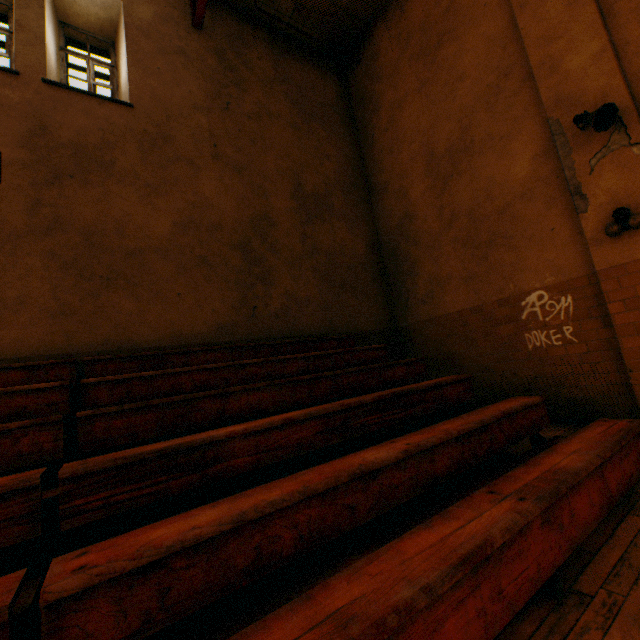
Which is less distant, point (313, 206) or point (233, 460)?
point (233, 460)

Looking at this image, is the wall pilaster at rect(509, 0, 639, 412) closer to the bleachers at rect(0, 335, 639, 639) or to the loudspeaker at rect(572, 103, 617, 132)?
the loudspeaker at rect(572, 103, 617, 132)

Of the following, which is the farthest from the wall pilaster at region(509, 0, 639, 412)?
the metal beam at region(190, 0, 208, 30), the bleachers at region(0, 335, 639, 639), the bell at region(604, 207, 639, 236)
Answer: the metal beam at region(190, 0, 208, 30)

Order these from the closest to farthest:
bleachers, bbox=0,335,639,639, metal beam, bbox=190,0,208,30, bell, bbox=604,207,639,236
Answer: bleachers, bbox=0,335,639,639
bell, bbox=604,207,639,236
metal beam, bbox=190,0,208,30

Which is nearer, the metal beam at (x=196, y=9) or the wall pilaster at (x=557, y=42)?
the wall pilaster at (x=557, y=42)

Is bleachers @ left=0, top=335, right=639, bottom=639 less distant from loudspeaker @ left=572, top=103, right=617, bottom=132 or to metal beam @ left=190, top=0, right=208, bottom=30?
loudspeaker @ left=572, top=103, right=617, bottom=132

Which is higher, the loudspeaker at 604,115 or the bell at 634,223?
the loudspeaker at 604,115

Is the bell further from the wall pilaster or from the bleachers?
the bleachers
